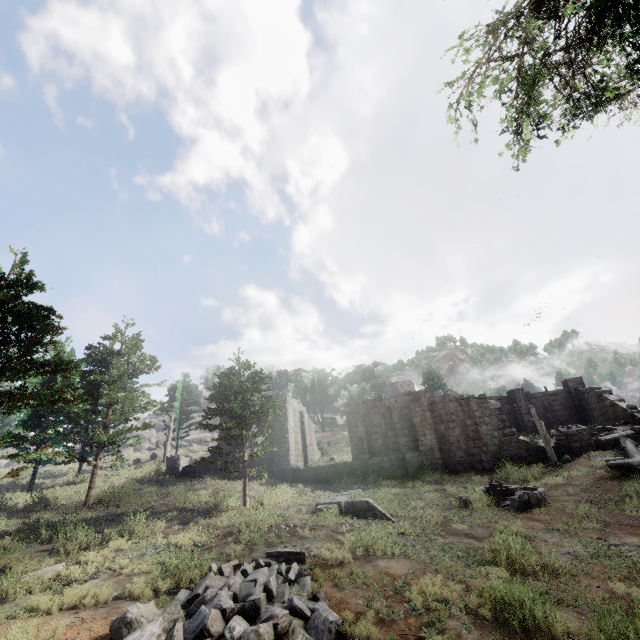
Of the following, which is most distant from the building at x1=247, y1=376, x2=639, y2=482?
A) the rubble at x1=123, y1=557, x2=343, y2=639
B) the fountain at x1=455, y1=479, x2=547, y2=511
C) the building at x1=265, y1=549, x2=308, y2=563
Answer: the building at x1=265, y1=549, x2=308, y2=563

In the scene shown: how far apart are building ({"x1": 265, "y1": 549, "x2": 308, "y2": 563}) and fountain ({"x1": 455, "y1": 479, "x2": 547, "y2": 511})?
9.8m

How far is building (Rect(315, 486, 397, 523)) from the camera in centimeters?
1318cm

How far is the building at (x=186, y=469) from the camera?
25.2 meters

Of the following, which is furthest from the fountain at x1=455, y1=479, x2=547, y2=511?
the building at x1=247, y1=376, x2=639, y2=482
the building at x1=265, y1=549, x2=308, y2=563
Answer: the building at x1=265, y1=549, x2=308, y2=563

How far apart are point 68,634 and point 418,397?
22.4m

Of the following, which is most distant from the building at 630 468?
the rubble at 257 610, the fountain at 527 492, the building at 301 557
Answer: the building at 301 557

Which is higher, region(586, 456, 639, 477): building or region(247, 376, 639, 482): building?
region(247, 376, 639, 482): building
